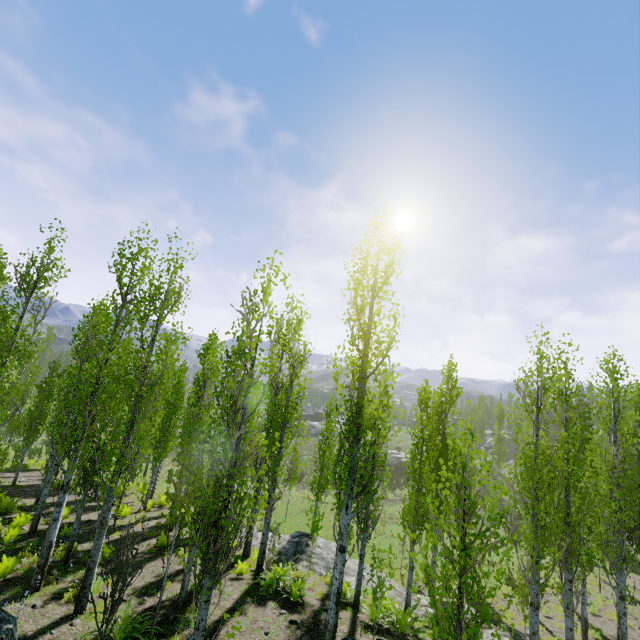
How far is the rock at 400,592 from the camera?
13.1 meters

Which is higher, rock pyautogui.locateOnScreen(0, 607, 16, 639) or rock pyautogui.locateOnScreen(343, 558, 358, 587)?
rock pyautogui.locateOnScreen(0, 607, 16, 639)

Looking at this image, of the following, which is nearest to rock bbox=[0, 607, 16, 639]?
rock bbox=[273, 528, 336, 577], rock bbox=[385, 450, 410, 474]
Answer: rock bbox=[273, 528, 336, 577]

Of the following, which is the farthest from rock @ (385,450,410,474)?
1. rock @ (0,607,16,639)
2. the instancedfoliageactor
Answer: rock @ (0,607,16,639)

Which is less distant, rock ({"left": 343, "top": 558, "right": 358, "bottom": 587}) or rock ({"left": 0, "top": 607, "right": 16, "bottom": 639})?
rock ({"left": 0, "top": 607, "right": 16, "bottom": 639})

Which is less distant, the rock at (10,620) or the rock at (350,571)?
the rock at (10,620)

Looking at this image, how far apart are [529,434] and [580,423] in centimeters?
278cm
